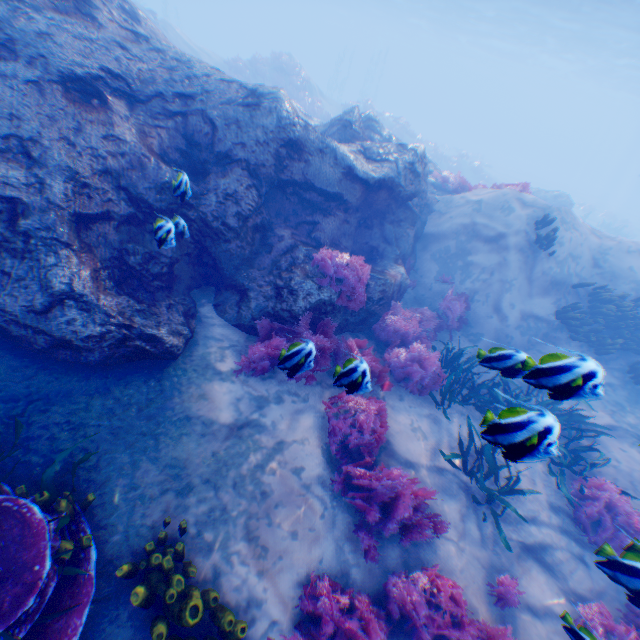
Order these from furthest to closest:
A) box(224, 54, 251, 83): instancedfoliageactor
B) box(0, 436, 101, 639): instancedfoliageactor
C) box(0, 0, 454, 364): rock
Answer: box(224, 54, 251, 83): instancedfoliageactor → box(0, 0, 454, 364): rock → box(0, 436, 101, 639): instancedfoliageactor

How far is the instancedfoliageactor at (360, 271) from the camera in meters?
6.2 m

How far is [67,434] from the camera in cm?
385

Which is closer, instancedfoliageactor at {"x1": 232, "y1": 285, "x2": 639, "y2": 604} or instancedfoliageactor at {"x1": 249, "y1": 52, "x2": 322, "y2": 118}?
instancedfoliageactor at {"x1": 232, "y1": 285, "x2": 639, "y2": 604}

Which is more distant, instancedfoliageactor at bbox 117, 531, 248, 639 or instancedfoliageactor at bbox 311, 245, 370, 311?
instancedfoliageactor at bbox 311, 245, 370, 311

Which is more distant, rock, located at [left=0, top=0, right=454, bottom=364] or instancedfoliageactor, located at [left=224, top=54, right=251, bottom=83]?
instancedfoliageactor, located at [left=224, top=54, right=251, bottom=83]

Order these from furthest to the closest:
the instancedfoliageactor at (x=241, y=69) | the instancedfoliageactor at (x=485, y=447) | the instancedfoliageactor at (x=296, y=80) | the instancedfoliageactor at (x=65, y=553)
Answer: the instancedfoliageactor at (x=296, y=80), the instancedfoliageactor at (x=241, y=69), the instancedfoliageactor at (x=485, y=447), the instancedfoliageactor at (x=65, y=553)

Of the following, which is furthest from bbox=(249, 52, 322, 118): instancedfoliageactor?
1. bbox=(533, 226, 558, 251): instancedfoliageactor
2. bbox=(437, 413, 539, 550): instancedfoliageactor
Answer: bbox=(437, 413, 539, 550): instancedfoliageactor
